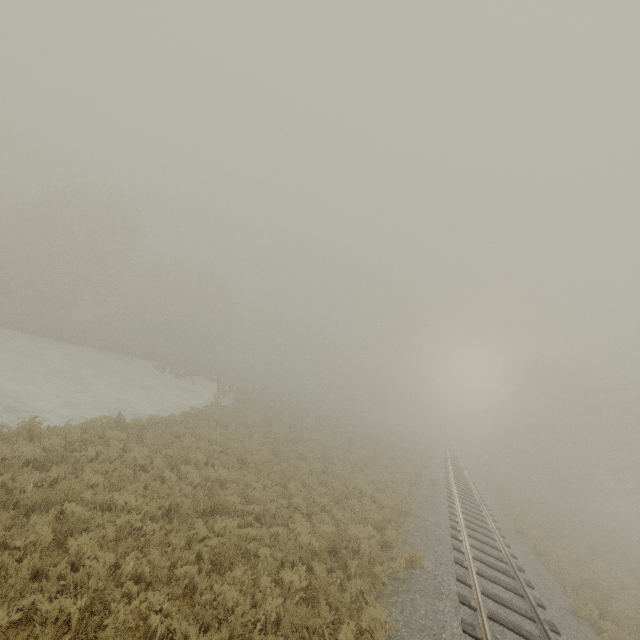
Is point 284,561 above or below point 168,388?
above
